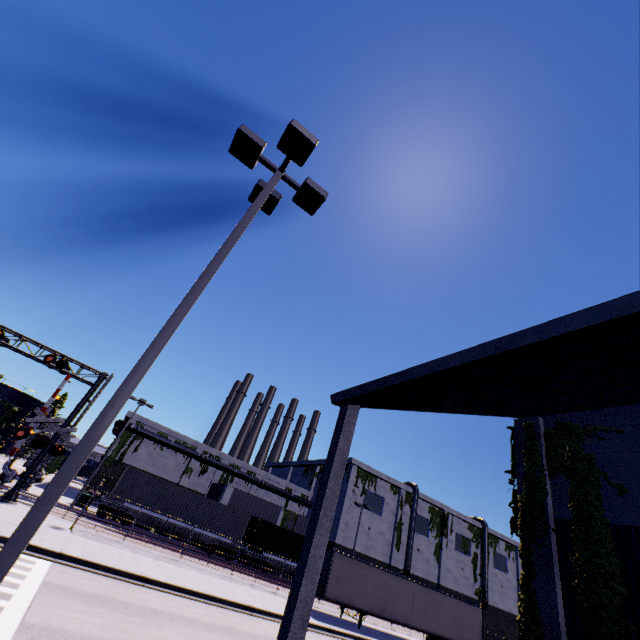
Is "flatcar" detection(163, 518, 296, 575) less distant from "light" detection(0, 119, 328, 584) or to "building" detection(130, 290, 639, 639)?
"building" detection(130, 290, 639, 639)

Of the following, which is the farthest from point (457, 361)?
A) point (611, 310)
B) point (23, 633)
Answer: point (23, 633)

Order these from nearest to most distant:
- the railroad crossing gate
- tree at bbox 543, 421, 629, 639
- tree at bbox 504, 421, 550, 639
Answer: tree at bbox 543, 421, 629, 639, tree at bbox 504, 421, 550, 639, the railroad crossing gate

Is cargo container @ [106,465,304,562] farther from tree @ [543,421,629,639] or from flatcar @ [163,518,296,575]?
tree @ [543,421,629,639]

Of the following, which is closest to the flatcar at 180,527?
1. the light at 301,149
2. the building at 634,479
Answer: the building at 634,479

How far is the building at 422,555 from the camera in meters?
48.3 m

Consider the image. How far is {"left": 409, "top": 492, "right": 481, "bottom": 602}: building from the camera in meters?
48.3

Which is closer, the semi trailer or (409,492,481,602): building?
the semi trailer
